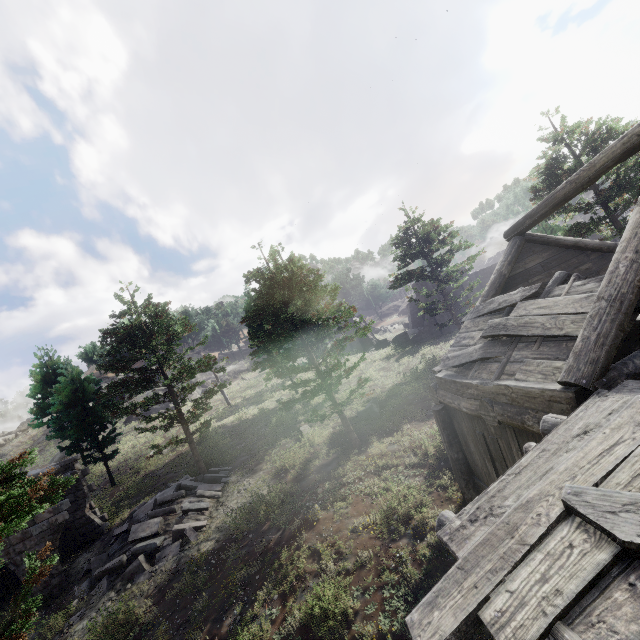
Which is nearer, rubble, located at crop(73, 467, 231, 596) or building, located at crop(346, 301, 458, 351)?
rubble, located at crop(73, 467, 231, 596)

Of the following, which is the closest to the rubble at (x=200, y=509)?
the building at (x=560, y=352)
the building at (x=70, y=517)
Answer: the building at (x=70, y=517)

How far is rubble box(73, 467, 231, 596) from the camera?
Answer: 12.0m

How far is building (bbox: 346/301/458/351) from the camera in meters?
31.1

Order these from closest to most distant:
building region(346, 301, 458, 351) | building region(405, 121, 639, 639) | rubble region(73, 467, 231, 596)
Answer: building region(405, 121, 639, 639) → rubble region(73, 467, 231, 596) → building region(346, 301, 458, 351)

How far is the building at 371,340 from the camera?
31.11m

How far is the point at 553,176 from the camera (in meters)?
16.06

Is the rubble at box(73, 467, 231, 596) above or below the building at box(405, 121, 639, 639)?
below
